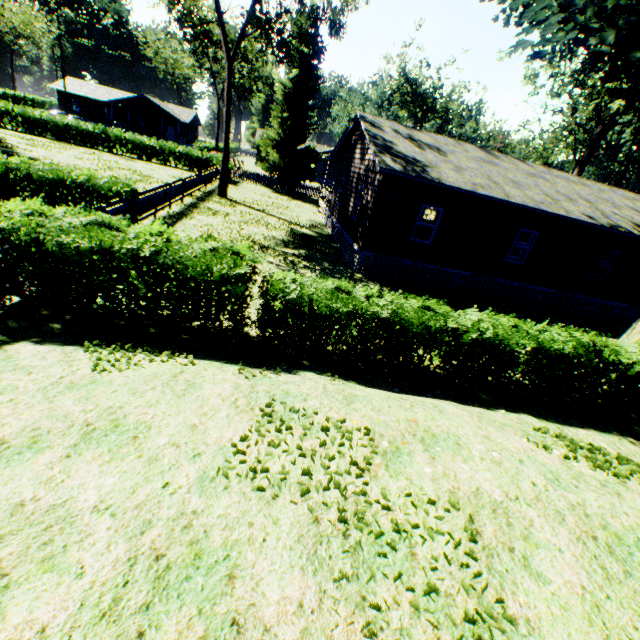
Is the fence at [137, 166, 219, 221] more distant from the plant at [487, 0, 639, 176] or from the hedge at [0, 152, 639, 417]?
the hedge at [0, 152, 639, 417]

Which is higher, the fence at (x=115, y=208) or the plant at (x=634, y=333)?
the plant at (x=634, y=333)

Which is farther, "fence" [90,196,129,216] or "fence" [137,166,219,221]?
"fence" [137,166,219,221]

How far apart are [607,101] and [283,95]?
26.5 meters

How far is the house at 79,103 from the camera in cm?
5094

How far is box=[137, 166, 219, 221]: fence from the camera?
13.71m

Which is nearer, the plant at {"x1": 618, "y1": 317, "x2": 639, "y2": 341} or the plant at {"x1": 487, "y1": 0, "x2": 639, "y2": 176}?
the plant at {"x1": 487, "y1": 0, "x2": 639, "y2": 176}
